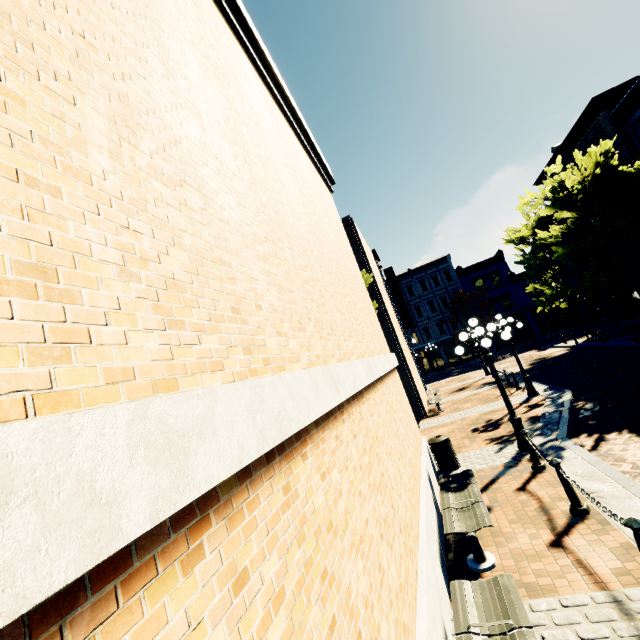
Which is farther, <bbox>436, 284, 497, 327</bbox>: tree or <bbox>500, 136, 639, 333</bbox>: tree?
<bbox>436, 284, 497, 327</bbox>: tree

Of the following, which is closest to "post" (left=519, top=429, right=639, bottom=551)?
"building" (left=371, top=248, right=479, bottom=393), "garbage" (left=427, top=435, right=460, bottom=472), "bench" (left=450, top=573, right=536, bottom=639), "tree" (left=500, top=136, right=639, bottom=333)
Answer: "bench" (left=450, top=573, right=536, bottom=639)

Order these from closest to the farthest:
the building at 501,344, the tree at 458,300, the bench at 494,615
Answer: the bench at 494,615 → the tree at 458,300 → the building at 501,344

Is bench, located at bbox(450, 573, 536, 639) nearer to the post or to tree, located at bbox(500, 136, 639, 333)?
the post

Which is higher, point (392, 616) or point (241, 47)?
point (241, 47)

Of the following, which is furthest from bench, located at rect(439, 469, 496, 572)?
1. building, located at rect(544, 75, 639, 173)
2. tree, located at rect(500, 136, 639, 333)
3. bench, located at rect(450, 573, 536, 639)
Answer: building, located at rect(544, 75, 639, 173)

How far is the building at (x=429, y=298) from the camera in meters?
39.8

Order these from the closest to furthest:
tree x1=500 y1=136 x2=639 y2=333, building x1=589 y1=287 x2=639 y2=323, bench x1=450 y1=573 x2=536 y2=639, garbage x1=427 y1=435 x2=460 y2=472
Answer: bench x1=450 y1=573 x2=536 y2=639 → garbage x1=427 y1=435 x2=460 y2=472 → tree x1=500 y1=136 x2=639 y2=333 → building x1=589 y1=287 x2=639 y2=323
